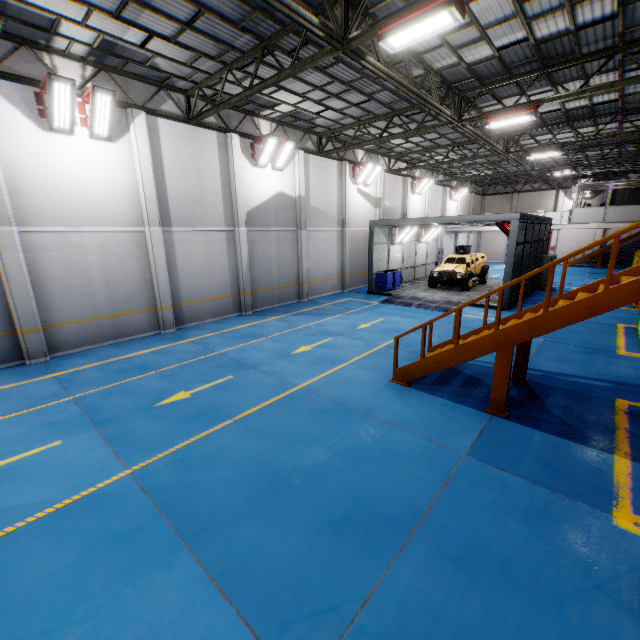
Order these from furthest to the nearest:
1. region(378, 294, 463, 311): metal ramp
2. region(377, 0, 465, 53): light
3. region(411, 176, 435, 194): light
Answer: region(411, 176, 435, 194): light → region(378, 294, 463, 311): metal ramp → region(377, 0, 465, 53): light

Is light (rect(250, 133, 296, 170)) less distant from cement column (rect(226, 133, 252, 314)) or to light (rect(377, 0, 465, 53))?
cement column (rect(226, 133, 252, 314))

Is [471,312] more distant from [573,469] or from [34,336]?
[34,336]

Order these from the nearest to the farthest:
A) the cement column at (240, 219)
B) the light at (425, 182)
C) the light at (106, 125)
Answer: the light at (106, 125), the cement column at (240, 219), the light at (425, 182)

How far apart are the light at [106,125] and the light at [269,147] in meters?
6.6 m

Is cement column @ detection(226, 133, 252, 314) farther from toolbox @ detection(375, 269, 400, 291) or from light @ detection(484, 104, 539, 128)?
light @ detection(484, 104, 539, 128)

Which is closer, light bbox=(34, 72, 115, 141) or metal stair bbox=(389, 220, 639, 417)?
metal stair bbox=(389, 220, 639, 417)

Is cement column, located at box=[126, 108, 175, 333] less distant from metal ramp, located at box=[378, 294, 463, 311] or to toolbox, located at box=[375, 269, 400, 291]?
metal ramp, located at box=[378, 294, 463, 311]
